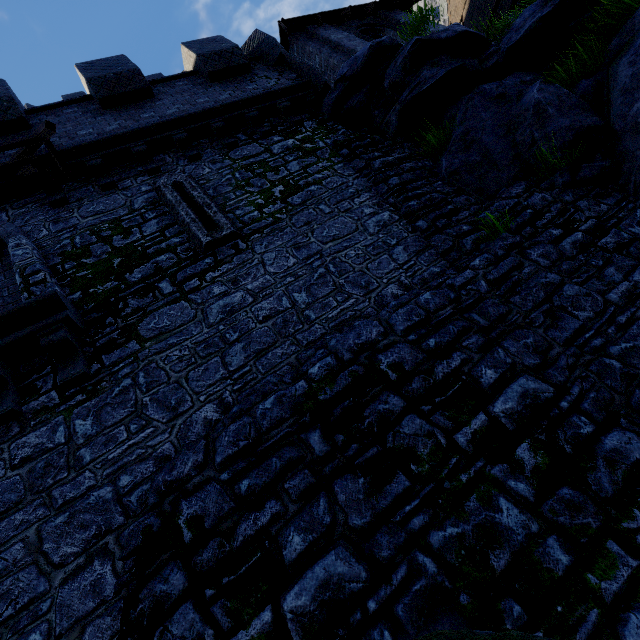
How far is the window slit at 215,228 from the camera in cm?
605

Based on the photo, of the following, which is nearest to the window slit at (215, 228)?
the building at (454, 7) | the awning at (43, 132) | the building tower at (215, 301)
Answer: the building tower at (215, 301)

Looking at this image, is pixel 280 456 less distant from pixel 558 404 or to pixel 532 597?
pixel 532 597

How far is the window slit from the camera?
6.05m

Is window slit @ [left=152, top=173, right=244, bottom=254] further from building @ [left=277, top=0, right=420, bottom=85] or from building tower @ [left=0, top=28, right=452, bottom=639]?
building @ [left=277, top=0, right=420, bottom=85]

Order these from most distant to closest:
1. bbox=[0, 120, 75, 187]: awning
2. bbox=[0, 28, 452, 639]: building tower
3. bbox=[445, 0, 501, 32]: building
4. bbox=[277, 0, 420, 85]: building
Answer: bbox=[445, 0, 501, 32]: building, bbox=[277, 0, 420, 85]: building, bbox=[0, 120, 75, 187]: awning, bbox=[0, 28, 452, 639]: building tower

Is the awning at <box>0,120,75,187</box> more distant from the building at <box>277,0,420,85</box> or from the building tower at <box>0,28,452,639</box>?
the building at <box>277,0,420,85</box>

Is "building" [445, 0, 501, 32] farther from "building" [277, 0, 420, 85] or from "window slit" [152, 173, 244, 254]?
"window slit" [152, 173, 244, 254]
